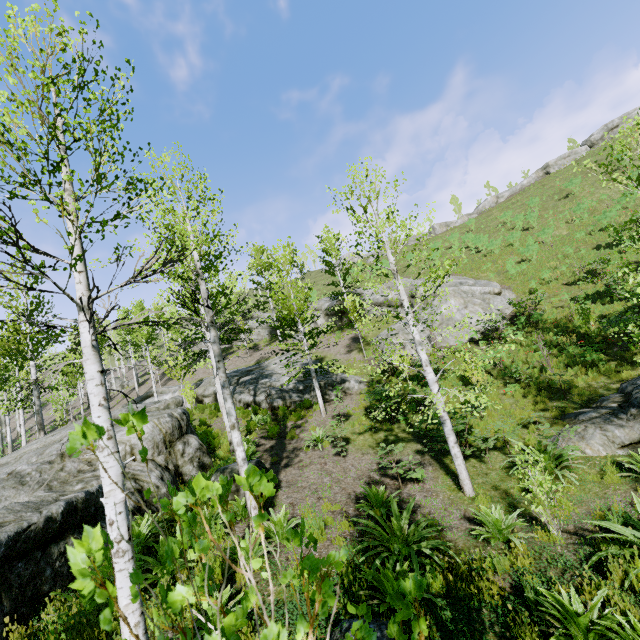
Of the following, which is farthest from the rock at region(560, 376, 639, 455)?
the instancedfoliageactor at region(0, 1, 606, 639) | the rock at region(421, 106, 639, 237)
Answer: the rock at region(421, 106, 639, 237)

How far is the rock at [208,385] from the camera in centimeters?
2211cm

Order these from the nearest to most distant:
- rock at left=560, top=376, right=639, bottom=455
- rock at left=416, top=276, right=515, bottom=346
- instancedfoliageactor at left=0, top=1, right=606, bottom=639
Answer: instancedfoliageactor at left=0, top=1, right=606, bottom=639 → rock at left=560, top=376, right=639, bottom=455 → rock at left=416, top=276, right=515, bottom=346

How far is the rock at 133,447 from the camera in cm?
821

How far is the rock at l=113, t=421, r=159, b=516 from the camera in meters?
8.2

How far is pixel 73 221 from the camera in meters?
4.0

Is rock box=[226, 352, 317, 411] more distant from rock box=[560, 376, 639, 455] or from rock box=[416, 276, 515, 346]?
rock box=[560, 376, 639, 455]

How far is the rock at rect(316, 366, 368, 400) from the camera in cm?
1692
